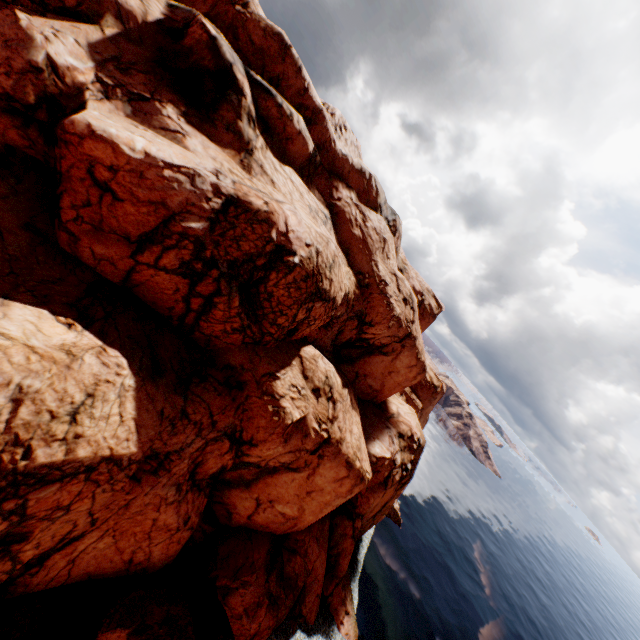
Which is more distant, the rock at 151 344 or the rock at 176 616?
the rock at 176 616

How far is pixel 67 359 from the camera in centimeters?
1150cm

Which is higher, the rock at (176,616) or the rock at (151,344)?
the rock at (151,344)

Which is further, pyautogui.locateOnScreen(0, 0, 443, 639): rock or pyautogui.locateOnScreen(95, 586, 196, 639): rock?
pyautogui.locateOnScreen(95, 586, 196, 639): rock

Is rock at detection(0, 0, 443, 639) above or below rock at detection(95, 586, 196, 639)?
above
